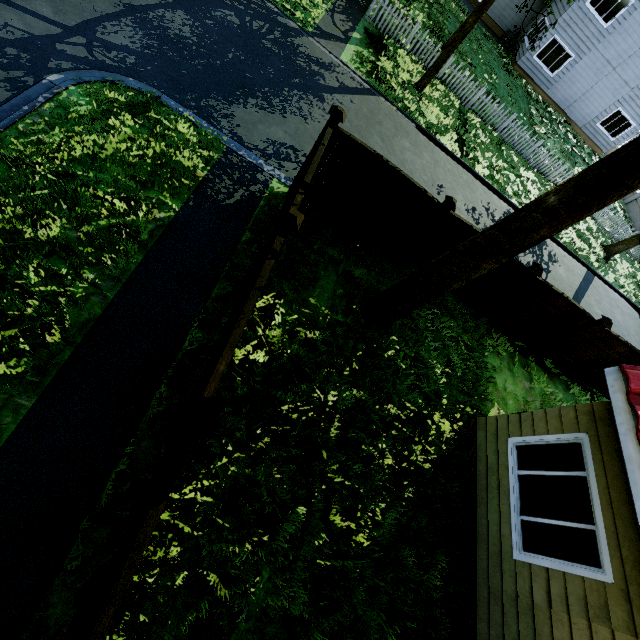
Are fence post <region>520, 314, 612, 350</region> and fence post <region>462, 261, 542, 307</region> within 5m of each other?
yes

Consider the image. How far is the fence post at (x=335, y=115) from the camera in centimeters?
582cm

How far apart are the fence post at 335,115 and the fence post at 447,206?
2.60m

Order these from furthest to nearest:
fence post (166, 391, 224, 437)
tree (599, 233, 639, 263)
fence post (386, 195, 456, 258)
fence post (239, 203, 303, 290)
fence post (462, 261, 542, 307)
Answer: tree (599, 233, 639, 263) → fence post (462, 261, 542, 307) → fence post (386, 195, 456, 258) → fence post (239, 203, 303, 290) → fence post (166, 391, 224, 437)

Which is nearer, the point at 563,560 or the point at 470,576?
the point at 563,560

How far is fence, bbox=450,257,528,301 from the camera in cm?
761

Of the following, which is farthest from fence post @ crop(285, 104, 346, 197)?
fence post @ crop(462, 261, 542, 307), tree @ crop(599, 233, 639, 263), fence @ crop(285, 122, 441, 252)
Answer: tree @ crop(599, 233, 639, 263)

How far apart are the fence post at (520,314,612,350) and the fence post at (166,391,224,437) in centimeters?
978cm
